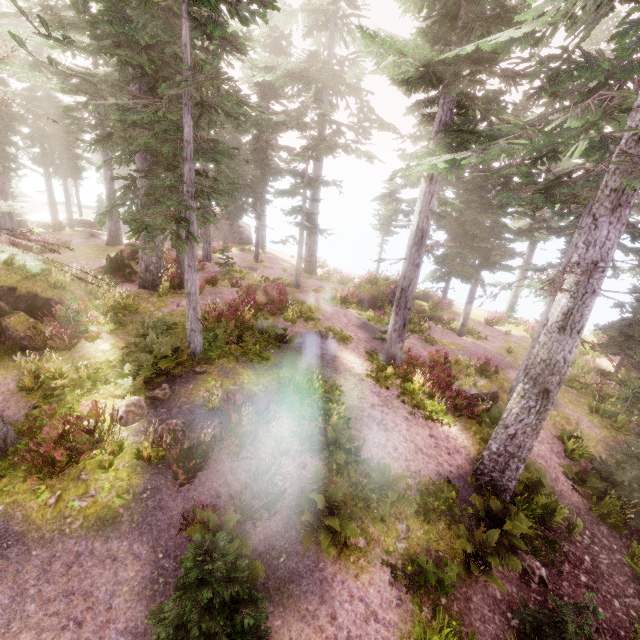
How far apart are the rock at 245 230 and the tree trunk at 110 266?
17.56m

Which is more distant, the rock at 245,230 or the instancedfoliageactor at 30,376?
the rock at 245,230

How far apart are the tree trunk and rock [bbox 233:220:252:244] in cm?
1756

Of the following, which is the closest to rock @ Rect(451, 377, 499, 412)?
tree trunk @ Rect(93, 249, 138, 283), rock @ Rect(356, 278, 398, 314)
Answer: rock @ Rect(356, 278, 398, 314)

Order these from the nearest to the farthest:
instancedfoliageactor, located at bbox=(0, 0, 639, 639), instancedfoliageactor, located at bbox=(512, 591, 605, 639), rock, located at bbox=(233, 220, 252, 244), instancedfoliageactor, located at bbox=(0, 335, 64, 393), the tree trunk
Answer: instancedfoliageactor, located at bbox=(512, 591, 605, 639) → instancedfoliageactor, located at bbox=(0, 0, 639, 639) → instancedfoliageactor, located at bbox=(0, 335, 64, 393) → the tree trunk → rock, located at bbox=(233, 220, 252, 244)

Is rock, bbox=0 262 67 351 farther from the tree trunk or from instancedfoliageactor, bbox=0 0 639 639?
the tree trunk

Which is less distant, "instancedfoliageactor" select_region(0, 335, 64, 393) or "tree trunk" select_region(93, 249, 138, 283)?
"instancedfoliageactor" select_region(0, 335, 64, 393)

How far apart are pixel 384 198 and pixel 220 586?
27.42m
